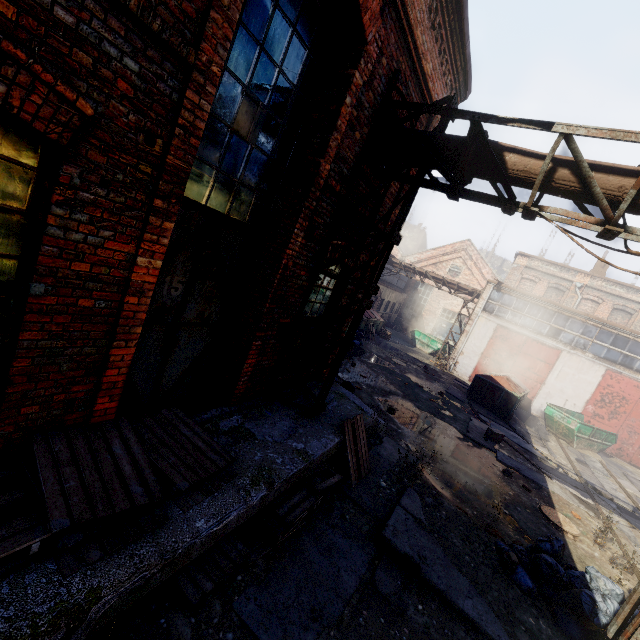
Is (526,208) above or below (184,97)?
above

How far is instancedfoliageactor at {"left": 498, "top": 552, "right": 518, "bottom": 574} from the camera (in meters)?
5.24

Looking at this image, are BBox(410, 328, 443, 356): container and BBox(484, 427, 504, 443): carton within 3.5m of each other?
no

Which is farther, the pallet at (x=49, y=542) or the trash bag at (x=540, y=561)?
the trash bag at (x=540, y=561)

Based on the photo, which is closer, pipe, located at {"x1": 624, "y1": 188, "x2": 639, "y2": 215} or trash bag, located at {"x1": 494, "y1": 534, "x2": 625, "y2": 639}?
pipe, located at {"x1": 624, "y1": 188, "x2": 639, "y2": 215}

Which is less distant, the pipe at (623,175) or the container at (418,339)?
the pipe at (623,175)

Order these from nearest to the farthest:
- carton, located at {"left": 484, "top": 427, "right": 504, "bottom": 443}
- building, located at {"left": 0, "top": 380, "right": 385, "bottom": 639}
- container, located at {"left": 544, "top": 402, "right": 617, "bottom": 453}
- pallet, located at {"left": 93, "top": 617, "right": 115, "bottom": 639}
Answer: building, located at {"left": 0, "top": 380, "right": 385, "bottom": 639}, pallet, located at {"left": 93, "top": 617, "right": 115, "bottom": 639}, carton, located at {"left": 484, "top": 427, "right": 504, "bottom": 443}, container, located at {"left": 544, "top": 402, "right": 617, "bottom": 453}

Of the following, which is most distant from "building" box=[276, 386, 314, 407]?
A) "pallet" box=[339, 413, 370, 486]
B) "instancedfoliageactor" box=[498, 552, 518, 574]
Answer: "instancedfoliageactor" box=[498, 552, 518, 574]
